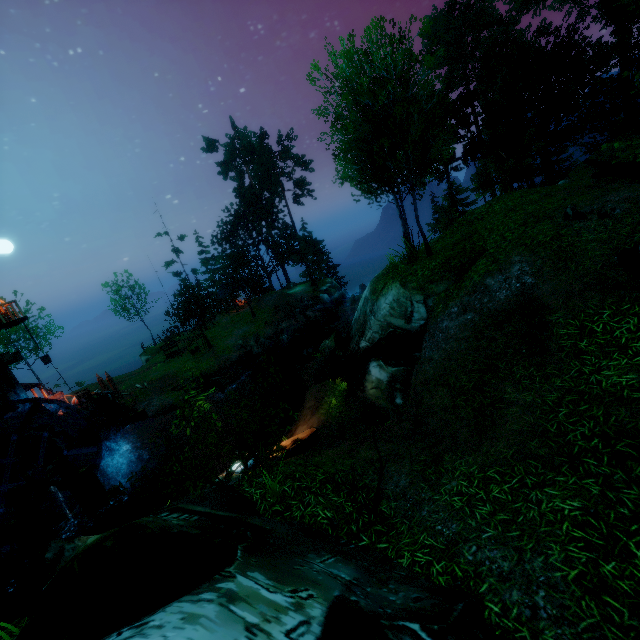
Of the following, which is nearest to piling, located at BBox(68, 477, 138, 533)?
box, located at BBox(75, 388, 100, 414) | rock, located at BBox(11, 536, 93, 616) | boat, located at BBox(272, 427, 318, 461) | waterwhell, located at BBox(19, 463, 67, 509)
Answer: waterwhell, located at BBox(19, 463, 67, 509)

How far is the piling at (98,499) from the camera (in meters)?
14.78

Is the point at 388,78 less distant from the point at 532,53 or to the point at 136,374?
the point at 532,53

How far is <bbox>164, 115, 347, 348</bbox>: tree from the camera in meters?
39.2

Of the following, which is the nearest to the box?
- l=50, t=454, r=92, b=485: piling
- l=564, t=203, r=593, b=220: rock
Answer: l=50, t=454, r=92, b=485: piling

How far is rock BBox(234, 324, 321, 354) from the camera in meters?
30.1

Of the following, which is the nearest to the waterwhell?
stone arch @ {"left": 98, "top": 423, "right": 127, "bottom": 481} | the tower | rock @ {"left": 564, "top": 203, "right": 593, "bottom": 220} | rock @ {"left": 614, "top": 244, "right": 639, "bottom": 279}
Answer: stone arch @ {"left": 98, "top": 423, "right": 127, "bottom": 481}

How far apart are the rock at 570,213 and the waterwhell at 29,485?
21.63m
